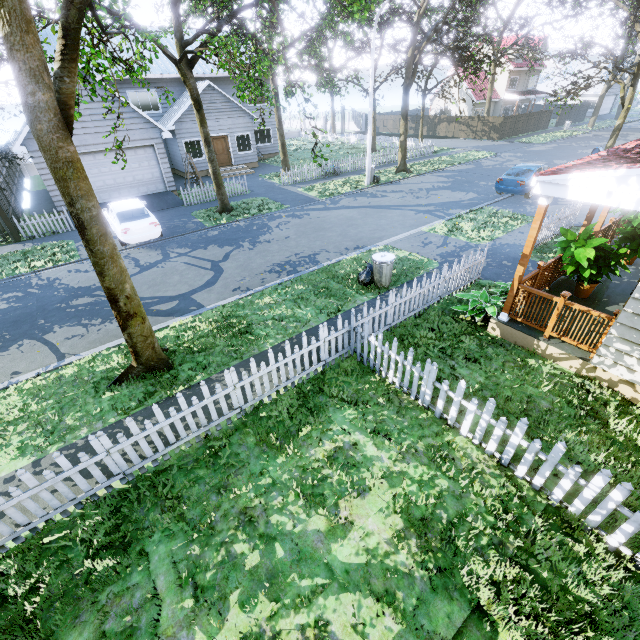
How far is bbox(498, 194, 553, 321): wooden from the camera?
5.9m

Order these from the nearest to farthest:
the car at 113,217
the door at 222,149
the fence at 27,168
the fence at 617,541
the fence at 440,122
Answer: the fence at 617,541 → the car at 113,217 → the door at 222,149 → the fence at 27,168 → the fence at 440,122

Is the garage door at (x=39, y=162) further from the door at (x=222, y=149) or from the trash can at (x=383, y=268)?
the trash can at (x=383, y=268)

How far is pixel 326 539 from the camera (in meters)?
4.24

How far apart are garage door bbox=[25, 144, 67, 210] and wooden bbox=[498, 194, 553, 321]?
18.95m

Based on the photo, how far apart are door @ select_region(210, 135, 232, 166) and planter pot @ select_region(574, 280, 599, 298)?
24.6m

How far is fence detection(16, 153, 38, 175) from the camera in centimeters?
2836cm

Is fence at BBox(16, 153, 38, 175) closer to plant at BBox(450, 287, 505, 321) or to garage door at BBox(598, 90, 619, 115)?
plant at BBox(450, 287, 505, 321)
